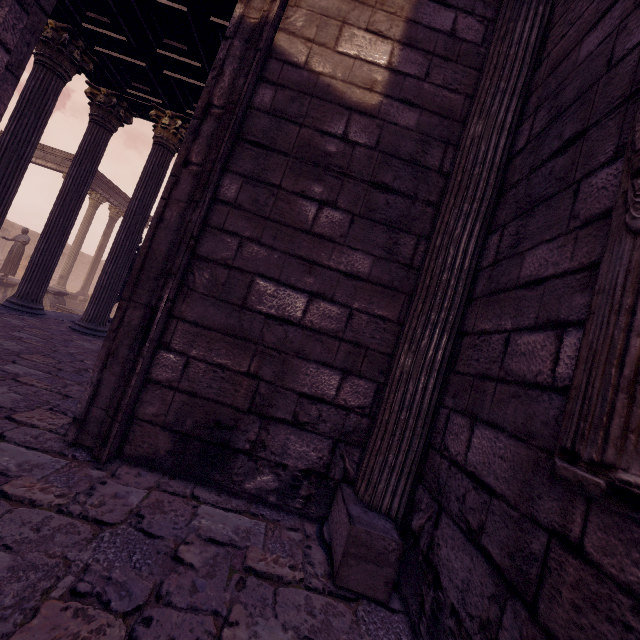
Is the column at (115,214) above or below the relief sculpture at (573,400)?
above

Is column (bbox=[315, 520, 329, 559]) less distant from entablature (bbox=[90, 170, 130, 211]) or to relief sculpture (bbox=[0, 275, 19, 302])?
relief sculpture (bbox=[0, 275, 19, 302])

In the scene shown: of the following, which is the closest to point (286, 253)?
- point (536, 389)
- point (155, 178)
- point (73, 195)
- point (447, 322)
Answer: point (447, 322)

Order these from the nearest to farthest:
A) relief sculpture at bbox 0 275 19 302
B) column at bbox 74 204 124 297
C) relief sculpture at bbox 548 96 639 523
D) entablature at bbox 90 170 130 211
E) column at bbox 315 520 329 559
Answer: relief sculpture at bbox 548 96 639 523
column at bbox 315 520 329 559
relief sculpture at bbox 0 275 19 302
entablature at bbox 90 170 130 211
column at bbox 74 204 124 297

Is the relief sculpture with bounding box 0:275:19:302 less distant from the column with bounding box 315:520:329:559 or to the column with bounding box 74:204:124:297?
the column with bounding box 74:204:124:297

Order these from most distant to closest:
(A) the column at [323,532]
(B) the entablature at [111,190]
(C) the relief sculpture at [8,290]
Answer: (B) the entablature at [111,190] → (C) the relief sculpture at [8,290] → (A) the column at [323,532]

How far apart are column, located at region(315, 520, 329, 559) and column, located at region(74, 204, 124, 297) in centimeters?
2127cm

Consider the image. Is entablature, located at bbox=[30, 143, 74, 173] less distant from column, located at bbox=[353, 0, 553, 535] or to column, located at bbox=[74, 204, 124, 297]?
column, located at bbox=[74, 204, 124, 297]
